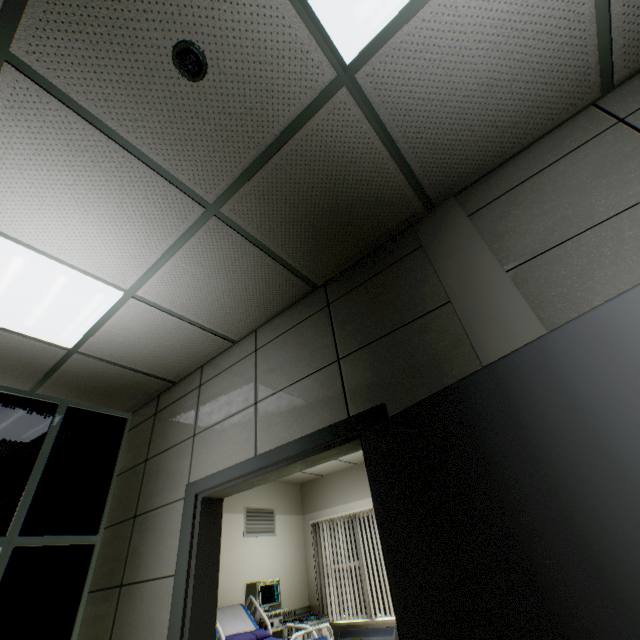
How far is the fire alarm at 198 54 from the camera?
1.32m

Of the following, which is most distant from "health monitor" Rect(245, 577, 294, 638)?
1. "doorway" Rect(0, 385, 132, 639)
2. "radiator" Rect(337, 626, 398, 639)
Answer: "doorway" Rect(0, 385, 132, 639)

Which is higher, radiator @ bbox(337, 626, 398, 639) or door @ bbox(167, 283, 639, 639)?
door @ bbox(167, 283, 639, 639)

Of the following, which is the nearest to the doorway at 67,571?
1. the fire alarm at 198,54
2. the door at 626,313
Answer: the door at 626,313

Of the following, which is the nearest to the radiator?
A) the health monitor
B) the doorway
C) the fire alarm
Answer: the health monitor

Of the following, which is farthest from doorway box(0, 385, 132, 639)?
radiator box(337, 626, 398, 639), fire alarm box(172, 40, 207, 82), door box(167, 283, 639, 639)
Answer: radiator box(337, 626, 398, 639)

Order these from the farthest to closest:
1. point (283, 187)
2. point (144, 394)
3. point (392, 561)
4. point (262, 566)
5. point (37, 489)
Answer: point (262, 566) → point (144, 394) → point (37, 489) → point (283, 187) → point (392, 561)

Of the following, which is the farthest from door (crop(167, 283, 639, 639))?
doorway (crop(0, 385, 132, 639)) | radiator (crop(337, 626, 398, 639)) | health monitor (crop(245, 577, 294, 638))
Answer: radiator (crop(337, 626, 398, 639))
